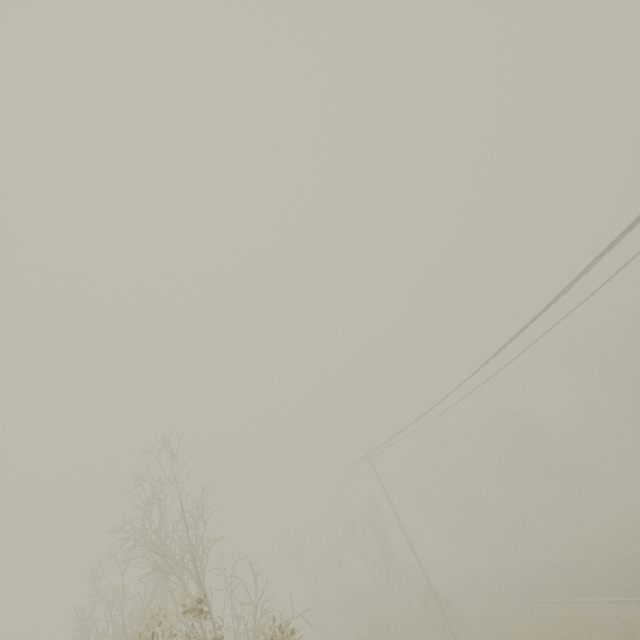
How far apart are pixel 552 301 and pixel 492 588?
29.7m
